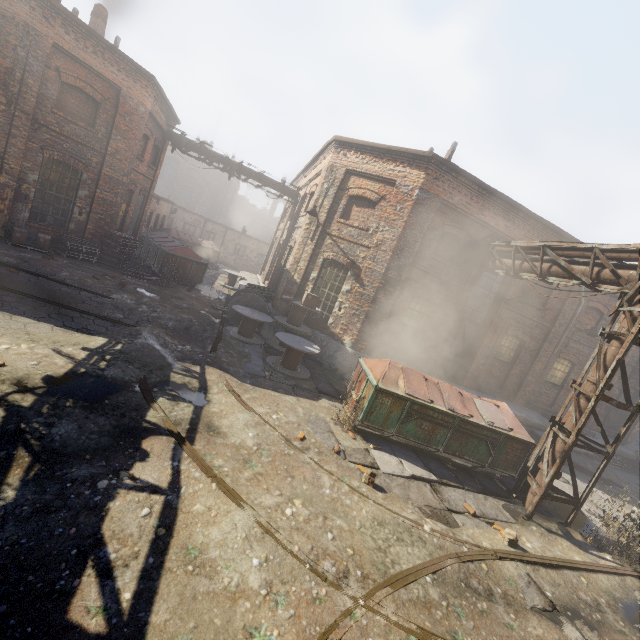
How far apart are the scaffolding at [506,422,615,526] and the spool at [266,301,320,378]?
6.1 meters

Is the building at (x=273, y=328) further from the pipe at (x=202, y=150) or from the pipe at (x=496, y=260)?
the pipe at (x=202, y=150)

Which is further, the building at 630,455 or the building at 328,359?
the building at 630,455

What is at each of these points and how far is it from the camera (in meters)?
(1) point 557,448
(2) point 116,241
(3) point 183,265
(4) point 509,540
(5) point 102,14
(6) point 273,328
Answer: (1) pipe, 7.46
(2) pallet, 13.89
(3) trash container, 15.88
(4) instancedfoliageactor, 5.85
(5) building, 14.74
(6) building, 13.94

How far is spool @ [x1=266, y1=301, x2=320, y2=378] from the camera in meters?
9.9 m

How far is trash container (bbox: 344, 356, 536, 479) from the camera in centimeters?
773cm

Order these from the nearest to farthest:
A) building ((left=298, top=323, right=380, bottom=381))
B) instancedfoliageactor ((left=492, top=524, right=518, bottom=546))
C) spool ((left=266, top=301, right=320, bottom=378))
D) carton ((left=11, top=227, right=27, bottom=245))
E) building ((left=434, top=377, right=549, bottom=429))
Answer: instancedfoliageactor ((left=492, top=524, right=518, bottom=546)) → spool ((left=266, top=301, right=320, bottom=378)) → carton ((left=11, top=227, right=27, bottom=245)) → building ((left=298, top=323, right=380, bottom=381)) → building ((left=434, top=377, right=549, bottom=429))

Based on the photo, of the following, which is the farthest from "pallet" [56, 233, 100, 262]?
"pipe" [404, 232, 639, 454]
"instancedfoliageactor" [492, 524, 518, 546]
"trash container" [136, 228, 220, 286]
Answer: "instancedfoliageactor" [492, 524, 518, 546]
